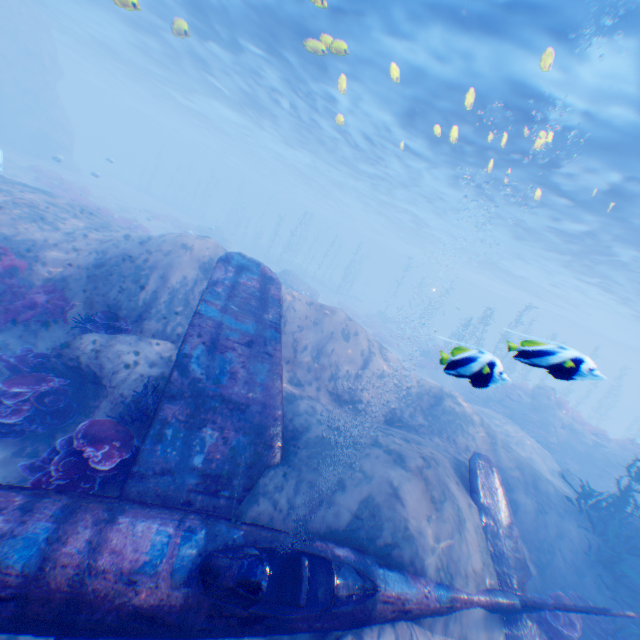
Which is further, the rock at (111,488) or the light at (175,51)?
the light at (175,51)

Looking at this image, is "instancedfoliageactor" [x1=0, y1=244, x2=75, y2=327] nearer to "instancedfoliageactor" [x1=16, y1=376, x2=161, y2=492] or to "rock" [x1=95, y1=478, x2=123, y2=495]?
"rock" [x1=95, y1=478, x2=123, y2=495]

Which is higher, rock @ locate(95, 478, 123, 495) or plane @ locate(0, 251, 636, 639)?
plane @ locate(0, 251, 636, 639)

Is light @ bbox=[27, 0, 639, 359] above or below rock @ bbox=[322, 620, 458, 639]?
above

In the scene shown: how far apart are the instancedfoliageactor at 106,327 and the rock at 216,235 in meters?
27.3

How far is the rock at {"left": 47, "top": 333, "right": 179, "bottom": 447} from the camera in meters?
6.6

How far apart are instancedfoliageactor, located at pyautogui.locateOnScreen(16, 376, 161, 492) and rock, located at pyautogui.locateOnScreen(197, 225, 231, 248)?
30.69m

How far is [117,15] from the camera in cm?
2241
